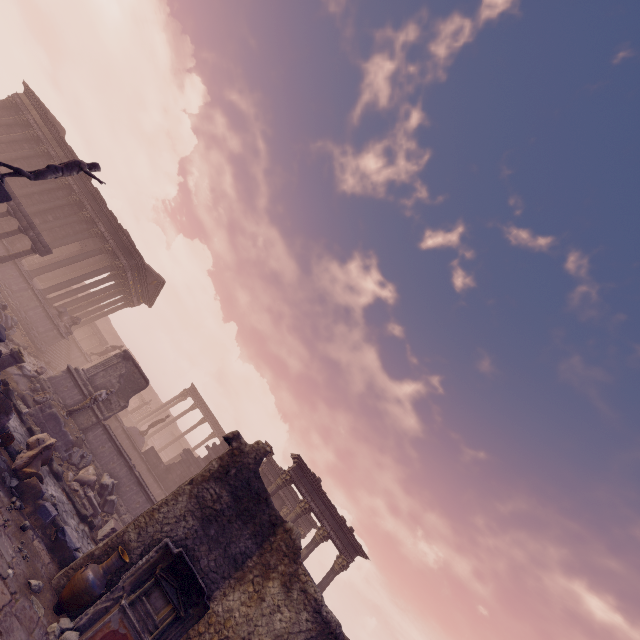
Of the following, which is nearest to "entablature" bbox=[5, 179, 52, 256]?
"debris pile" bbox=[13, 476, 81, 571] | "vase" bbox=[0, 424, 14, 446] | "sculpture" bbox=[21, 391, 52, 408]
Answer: "sculpture" bbox=[21, 391, 52, 408]

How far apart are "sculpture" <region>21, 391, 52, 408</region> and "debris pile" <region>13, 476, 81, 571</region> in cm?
506

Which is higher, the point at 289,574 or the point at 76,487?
the point at 289,574

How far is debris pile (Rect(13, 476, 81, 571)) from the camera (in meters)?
7.65

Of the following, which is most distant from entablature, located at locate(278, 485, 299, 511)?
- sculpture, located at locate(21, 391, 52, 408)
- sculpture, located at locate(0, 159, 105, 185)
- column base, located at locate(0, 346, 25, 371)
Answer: sculpture, located at locate(0, 159, 105, 185)

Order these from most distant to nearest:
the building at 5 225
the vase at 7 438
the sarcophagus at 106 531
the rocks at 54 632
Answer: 1. the building at 5 225
2. the sarcophagus at 106 531
3. the vase at 7 438
4. the rocks at 54 632

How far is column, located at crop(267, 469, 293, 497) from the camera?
16.7m

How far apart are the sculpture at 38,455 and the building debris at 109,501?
3.37m
